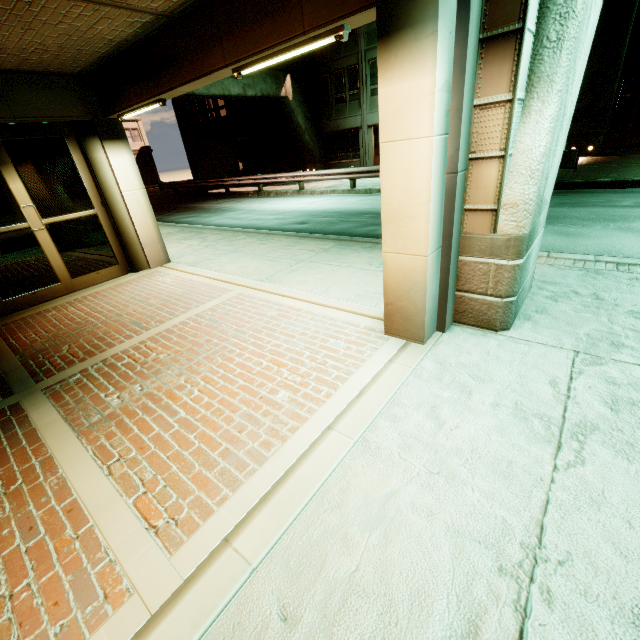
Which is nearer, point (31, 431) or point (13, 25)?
point (31, 431)

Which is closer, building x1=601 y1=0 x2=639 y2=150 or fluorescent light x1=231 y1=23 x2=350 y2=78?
fluorescent light x1=231 y1=23 x2=350 y2=78

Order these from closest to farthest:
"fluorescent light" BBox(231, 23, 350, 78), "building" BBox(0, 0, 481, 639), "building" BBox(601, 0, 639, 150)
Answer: "building" BBox(0, 0, 481, 639) < "fluorescent light" BBox(231, 23, 350, 78) < "building" BBox(601, 0, 639, 150)

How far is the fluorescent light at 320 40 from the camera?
3.03m

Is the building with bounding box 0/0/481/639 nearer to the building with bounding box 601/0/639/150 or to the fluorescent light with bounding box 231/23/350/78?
the fluorescent light with bounding box 231/23/350/78

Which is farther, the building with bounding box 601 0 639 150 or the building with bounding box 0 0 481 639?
the building with bounding box 601 0 639 150

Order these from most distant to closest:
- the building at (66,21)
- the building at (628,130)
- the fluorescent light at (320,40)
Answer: the building at (628,130) → the fluorescent light at (320,40) → the building at (66,21)
